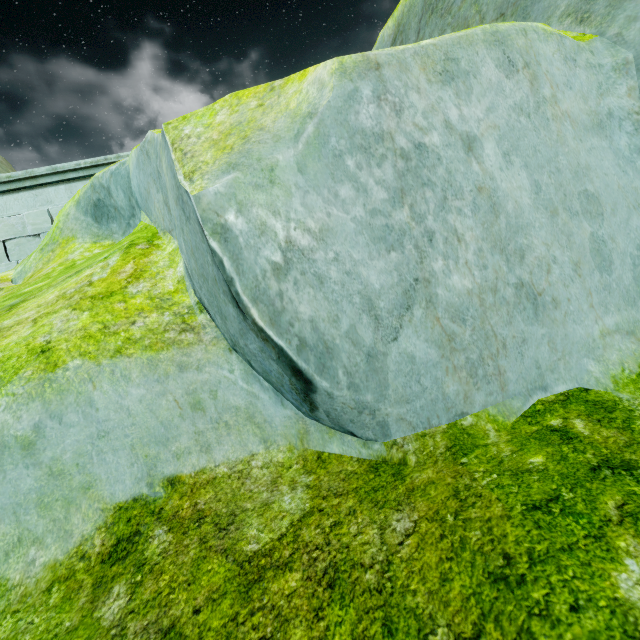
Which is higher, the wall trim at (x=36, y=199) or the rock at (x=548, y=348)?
the wall trim at (x=36, y=199)

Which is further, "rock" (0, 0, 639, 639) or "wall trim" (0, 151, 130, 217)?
"wall trim" (0, 151, 130, 217)

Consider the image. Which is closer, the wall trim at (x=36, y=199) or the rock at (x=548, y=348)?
the rock at (x=548, y=348)

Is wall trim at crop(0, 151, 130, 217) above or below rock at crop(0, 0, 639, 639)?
above

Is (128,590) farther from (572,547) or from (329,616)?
(572,547)
